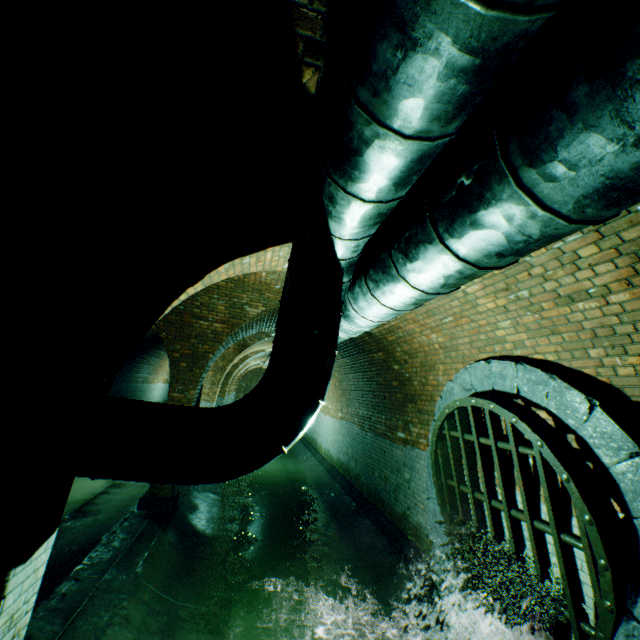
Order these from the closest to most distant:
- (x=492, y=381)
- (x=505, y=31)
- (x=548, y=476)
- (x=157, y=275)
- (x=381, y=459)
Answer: (x=505, y=31), (x=157, y=275), (x=548, y=476), (x=492, y=381), (x=381, y=459)

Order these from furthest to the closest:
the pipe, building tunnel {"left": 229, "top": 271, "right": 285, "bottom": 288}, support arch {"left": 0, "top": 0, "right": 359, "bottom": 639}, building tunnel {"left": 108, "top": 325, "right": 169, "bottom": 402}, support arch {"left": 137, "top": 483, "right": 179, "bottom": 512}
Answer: building tunnel {"left": 108, "top": 325, "right": 169, "bottom": 402} < support arch {"left": 137, "top": 483, "right": 179, "bottom": 512} < building tunnel {"left": 229, "top": 271, "right": 285, "bottom": 288} < support arch {"left": 0, "top": 0, "right": 359, "bottom": 639} < the pipe

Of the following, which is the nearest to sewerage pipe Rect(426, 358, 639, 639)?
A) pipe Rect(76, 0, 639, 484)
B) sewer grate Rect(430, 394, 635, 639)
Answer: sewer grate Rect(430, 394, 635, 639)

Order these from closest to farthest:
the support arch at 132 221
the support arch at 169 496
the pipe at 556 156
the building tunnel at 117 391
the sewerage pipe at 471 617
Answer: the pipe at 556 156 < the support arch at 132 221 < the sewerage pipe at 471 617 < the support arch at 169 496 < the building tunnel at 117 391

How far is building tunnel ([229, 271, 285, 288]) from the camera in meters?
5.1

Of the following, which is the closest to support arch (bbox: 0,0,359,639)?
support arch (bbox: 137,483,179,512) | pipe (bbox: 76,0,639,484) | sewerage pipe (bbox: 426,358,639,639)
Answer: pipe (bbox: 76,0,639,484)

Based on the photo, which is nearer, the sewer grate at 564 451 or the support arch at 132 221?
the support arch at 132 221
